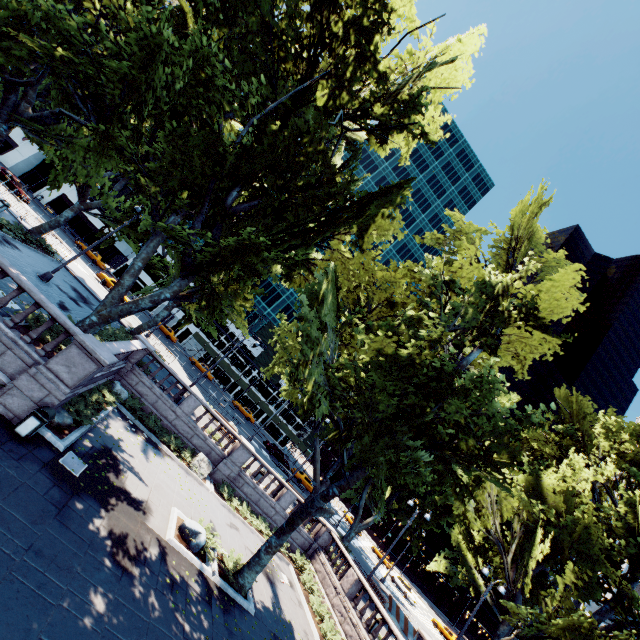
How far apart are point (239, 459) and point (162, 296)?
13.0m

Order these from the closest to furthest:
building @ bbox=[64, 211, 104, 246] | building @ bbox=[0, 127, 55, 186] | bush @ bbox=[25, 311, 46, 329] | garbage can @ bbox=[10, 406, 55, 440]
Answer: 1. garbage can @ bbox=[10, 406, 55, 440]
2. bush @ bbox=[25, 311, 46, 329]
3. building @ bbox=[0, 127, 55, 186]
4. building @ bbox=[64, 211, 104, 246]

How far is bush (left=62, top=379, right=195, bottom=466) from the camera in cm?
1336

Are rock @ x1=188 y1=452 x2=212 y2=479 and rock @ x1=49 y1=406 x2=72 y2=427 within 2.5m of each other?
no

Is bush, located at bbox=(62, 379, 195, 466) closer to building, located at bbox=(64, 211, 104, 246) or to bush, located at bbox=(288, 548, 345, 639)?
bush, located at bbox=(288, 548, 345, 639)

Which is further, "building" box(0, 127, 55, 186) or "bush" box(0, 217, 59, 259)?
"building" box(0, 127, 55, 186)

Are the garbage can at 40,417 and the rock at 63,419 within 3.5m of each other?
yes

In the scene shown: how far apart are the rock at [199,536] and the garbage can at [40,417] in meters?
6.7 m
